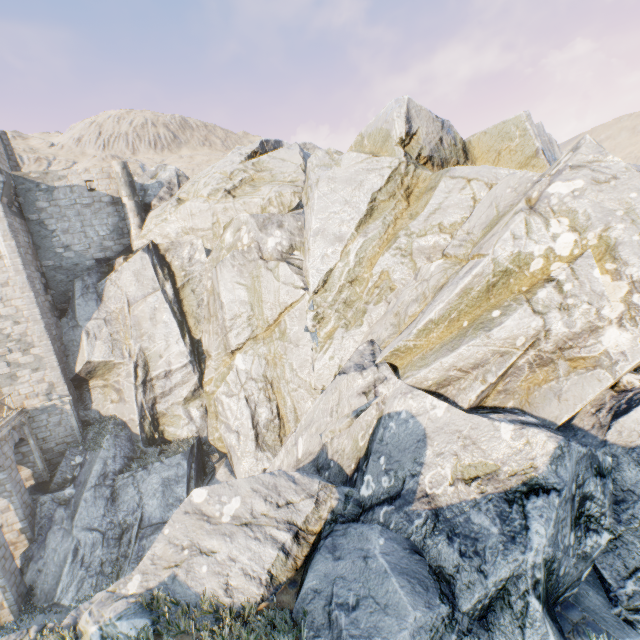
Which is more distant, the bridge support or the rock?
the bridge support

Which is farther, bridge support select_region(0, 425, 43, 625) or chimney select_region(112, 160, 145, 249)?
chimney select_region(112, 160, 145, 249)

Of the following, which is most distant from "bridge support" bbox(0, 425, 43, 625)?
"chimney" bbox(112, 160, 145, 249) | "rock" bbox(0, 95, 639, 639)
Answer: "chimney" bbox(112, 160, 145, 249)

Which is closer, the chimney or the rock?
the rock

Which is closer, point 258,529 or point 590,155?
point 258,529

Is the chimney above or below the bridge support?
above

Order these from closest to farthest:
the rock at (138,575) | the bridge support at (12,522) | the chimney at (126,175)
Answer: the rock at (138,575) < the bridge support at (12,522) < the chimney at (126,175)

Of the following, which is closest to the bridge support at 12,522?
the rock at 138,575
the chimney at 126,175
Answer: the rock at 138,575
